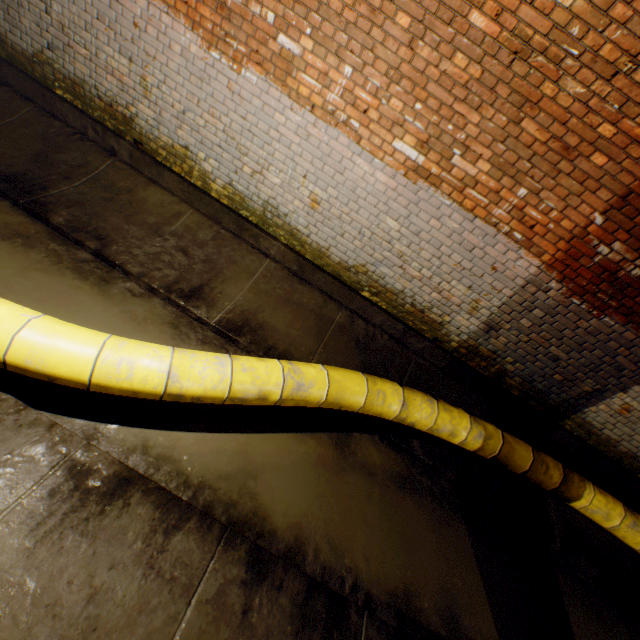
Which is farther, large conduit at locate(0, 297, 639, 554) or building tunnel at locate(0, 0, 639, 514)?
building tunnel at locate(0, 0, 639, 514)

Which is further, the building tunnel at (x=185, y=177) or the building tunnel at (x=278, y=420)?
the building tunnel at (x=185, y=177)

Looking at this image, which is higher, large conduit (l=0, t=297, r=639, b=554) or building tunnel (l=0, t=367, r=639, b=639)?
large conduit (l=0, t=297, r=639, b=554)

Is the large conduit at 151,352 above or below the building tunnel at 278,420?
above

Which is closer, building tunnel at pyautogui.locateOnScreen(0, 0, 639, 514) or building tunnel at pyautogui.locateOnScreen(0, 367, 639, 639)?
building tunnel at pyautogui.locateOnScreen(0, 367, 639, 639)

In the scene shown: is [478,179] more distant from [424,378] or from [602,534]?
[602,534]
